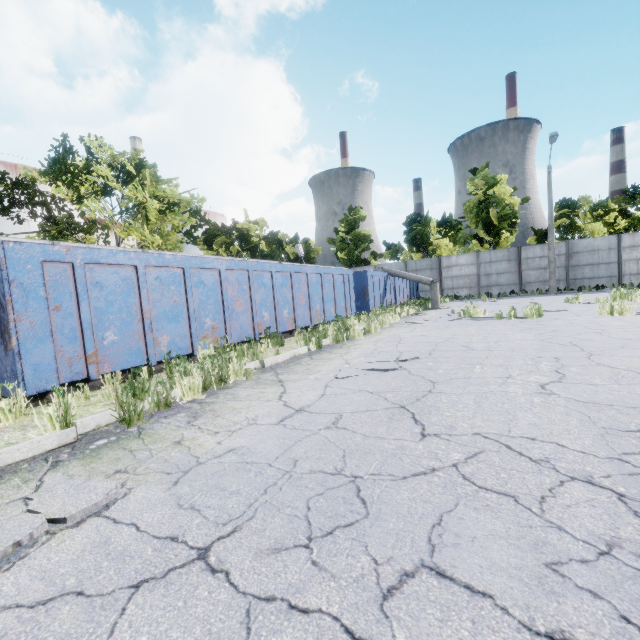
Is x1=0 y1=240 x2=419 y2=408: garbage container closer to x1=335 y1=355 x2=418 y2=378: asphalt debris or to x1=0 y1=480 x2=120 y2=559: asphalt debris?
x1=0 y1=480 x2=120 y2=559: asphalt debris

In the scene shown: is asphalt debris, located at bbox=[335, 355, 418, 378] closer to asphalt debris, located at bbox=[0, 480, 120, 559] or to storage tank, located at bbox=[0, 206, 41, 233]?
asphalt debris, located at bbox=[0, 480, 120, 559]

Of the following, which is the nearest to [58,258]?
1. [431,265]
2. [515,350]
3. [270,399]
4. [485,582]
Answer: [270,399]

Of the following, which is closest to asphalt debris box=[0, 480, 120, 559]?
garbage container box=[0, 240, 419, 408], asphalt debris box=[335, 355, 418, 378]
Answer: garbage container box=[0, 240, 419, 408]

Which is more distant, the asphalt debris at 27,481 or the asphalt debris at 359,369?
the asphalt debris at 359,369

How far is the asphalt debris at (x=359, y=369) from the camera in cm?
486

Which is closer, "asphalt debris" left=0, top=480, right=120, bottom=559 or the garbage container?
"asphalt debris" left=0, top=480, right=120, bottom=559

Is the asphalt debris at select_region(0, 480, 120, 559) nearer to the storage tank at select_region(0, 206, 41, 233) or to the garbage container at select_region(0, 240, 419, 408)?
the garbage container at select_region(0, 240, 419, 408)
